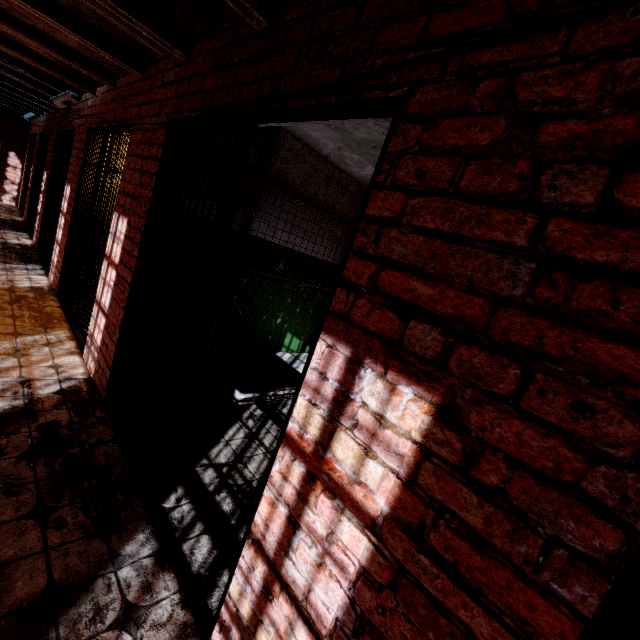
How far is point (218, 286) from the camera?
3.33m

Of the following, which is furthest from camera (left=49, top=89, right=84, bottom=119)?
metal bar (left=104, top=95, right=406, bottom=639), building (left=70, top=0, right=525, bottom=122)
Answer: metal bar (left=104, top=95, right=406, bottom=639)

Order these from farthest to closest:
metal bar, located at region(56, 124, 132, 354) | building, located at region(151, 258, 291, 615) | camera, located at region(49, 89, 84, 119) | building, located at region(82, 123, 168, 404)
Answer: camera, located at region(49, 89, 84, 119), metal bar, located at region(56, 124, 132, 354), building, located at region(82, 123, 168, 404), building, located at region(151, 258, 291, 615)

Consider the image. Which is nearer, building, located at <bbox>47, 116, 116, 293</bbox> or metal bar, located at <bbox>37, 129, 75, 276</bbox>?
building, located at <bbox>47, 116, 116, 293</bbox>

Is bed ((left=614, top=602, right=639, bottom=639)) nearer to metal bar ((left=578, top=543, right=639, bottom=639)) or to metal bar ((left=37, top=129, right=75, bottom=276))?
metal bar ((left=578, top=543, right=639, bottom=639))

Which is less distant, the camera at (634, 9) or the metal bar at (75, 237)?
the camera at (634, 9)

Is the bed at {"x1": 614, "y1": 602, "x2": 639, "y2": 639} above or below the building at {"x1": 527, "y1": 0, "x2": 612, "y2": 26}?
below

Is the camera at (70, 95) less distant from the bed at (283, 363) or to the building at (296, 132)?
the building at (296, 132)
